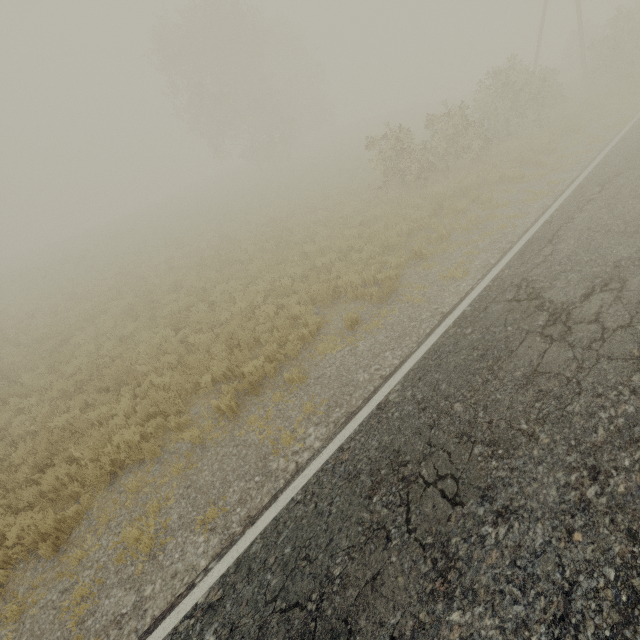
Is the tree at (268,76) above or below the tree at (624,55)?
above

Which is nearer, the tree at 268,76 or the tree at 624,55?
the tree at 624,55

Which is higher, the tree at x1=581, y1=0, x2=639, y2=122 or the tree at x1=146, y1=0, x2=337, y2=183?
the tree at x1=146, y1=0, x2=337, y2=183

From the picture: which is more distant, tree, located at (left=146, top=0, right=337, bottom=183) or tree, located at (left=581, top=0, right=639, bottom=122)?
tree, located at (left=146, top=0, right=337, bottom=183)

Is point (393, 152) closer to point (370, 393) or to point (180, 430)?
point (370, 393)
